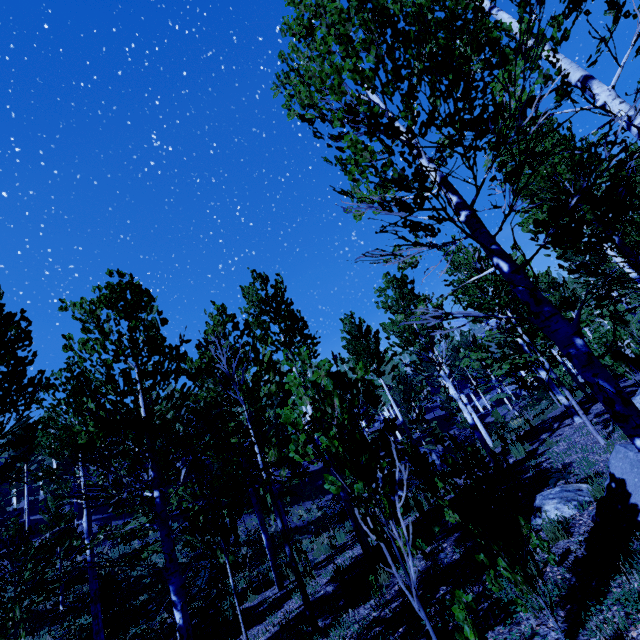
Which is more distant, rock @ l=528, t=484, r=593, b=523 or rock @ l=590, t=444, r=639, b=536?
rock @ l=528, t=484, r=593, b=523

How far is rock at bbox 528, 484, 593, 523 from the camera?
5.3m

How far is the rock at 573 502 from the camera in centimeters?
533cm

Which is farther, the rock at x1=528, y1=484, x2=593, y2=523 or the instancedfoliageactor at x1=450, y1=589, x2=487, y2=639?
the rock at x1=528, y1=484, x2=593, y2=523

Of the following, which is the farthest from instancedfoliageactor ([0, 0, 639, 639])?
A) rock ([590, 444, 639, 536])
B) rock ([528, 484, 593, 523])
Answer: rock ([528, 484, 593, 523])

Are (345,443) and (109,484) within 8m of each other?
no

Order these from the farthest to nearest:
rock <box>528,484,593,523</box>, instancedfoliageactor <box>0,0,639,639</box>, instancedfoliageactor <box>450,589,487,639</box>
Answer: rock <box>528,484,593,523</box>
instancedfoliageactor <box>0,0,639,639</box>
instancedfoliageactor <box>450,589,487,639</box>

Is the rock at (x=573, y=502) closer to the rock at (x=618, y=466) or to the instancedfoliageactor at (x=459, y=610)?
the rock at (x=618, y=466)
